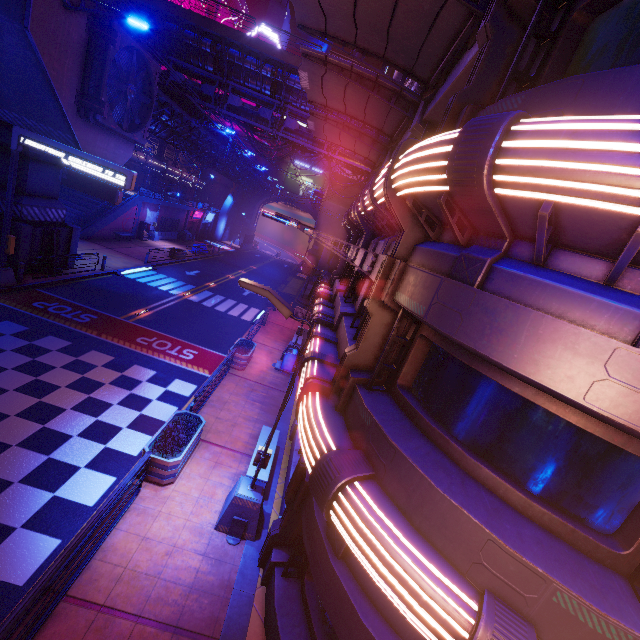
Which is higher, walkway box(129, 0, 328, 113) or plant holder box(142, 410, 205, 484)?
walkway box(129, 0, 328, 113)

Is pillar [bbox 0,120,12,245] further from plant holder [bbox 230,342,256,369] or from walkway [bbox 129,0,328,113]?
walkway [bbox 129,0,328,113]

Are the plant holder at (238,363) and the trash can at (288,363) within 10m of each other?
yes

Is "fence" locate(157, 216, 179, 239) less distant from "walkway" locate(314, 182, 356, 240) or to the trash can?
"walkway" locate(314, 182, 356, 240)

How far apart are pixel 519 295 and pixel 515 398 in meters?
1.3

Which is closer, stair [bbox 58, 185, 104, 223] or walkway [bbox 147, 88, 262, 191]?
walkway [bbox 147, 88, 262, 191]

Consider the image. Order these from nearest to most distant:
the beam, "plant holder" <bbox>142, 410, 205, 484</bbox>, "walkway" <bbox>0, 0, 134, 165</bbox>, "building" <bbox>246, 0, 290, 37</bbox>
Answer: the beam, "plant holder" <bbox>142, 410, 205, 484</bbox>, "walkway" <bbox>0, 0, 134, 165</bbox>, "building" <bbox>246, 0, 290, 37</bbox>

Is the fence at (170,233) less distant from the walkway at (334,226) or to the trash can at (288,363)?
the walkway at (334,226)
